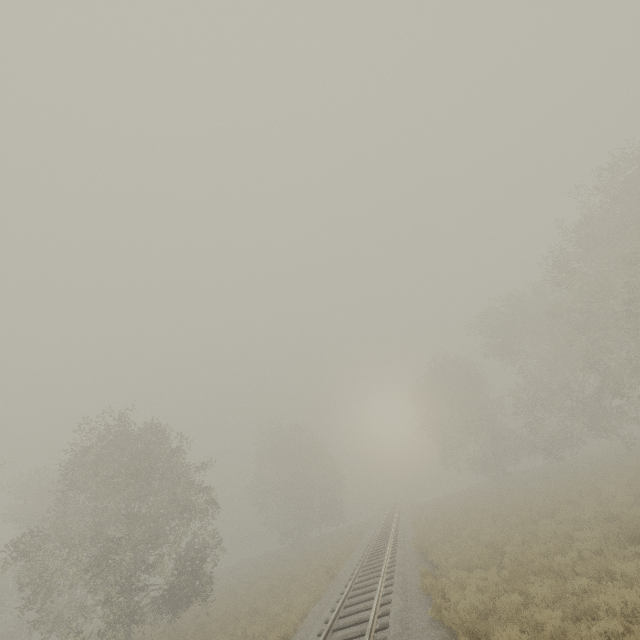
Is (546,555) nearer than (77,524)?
Yes
